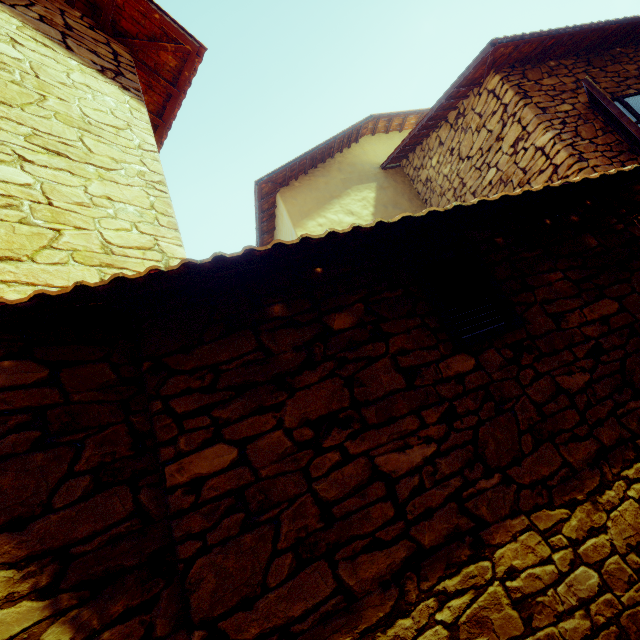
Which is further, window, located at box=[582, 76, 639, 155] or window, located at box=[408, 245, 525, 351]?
window, located at box=[582, 76, 639, 155]

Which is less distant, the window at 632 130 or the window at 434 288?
the window at 434 288

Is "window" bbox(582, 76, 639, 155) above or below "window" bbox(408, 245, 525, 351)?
above

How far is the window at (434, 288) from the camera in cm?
214

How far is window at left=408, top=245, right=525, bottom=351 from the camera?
2.14m

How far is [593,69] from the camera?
4.9m
